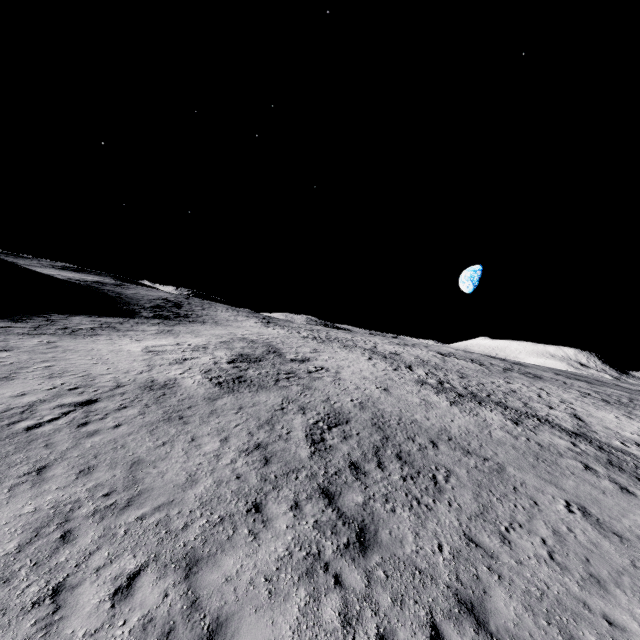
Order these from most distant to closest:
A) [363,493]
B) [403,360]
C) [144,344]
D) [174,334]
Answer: [403,360] → [174,334] → [144,344] → [363,493]
